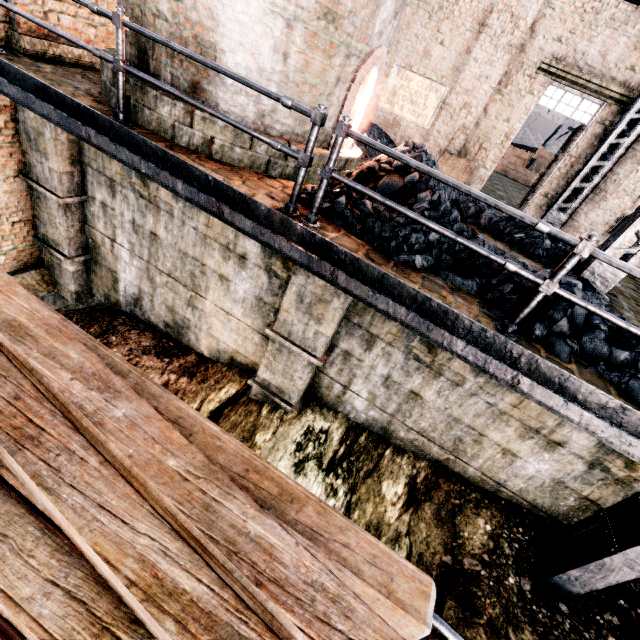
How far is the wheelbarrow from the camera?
10.94m

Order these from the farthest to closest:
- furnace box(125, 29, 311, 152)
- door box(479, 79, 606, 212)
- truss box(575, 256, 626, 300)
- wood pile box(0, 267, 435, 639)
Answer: door box(479, 79, 606, 212)
truss box(575, 256, 626, 300)
furnace box(125, 29, 311, 152)
wood pile box(0, 267, 435, 639)

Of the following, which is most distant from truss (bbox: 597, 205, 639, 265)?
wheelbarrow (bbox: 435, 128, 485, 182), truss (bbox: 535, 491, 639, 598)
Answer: wheelbarrow (bbox: 435, 128, 485, 182)

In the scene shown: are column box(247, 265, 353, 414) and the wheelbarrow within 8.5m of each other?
yes

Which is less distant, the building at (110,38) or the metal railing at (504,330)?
the metal railing at (504,330)

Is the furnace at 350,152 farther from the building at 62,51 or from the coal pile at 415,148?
the building at 62,51

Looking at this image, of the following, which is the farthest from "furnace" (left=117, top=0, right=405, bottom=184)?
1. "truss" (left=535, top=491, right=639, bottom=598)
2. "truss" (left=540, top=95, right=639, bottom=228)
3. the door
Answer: the door

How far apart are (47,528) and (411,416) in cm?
534
